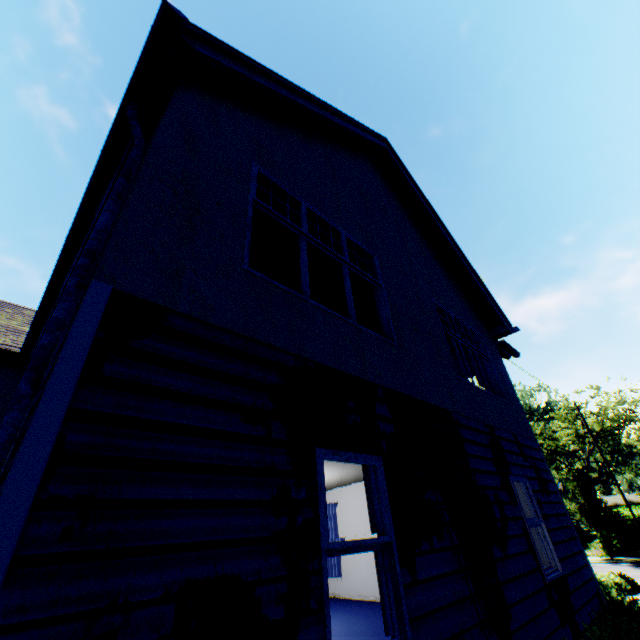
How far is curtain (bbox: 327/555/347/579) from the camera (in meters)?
10.73

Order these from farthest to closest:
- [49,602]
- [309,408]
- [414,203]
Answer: [414,203], [309,408], [49,602]

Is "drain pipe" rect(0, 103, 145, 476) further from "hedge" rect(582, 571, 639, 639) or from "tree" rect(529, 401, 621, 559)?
"tree" rect(529, 401, 621, 559)

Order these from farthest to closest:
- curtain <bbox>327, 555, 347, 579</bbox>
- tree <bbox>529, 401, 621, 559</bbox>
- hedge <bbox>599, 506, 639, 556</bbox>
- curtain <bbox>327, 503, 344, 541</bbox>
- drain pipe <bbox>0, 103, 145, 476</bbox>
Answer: hedge <bbox>599, 506, 639, 556</bbox> → tree <bbox>529, 401, 621, 559</bbox> → curtain <bbox>327, 503, 344, 541</bbox> → curtain <bbox>327, 555, 347, 579</bbox> → drain pipe <bbox>0, 103, 145, 476</bbox>

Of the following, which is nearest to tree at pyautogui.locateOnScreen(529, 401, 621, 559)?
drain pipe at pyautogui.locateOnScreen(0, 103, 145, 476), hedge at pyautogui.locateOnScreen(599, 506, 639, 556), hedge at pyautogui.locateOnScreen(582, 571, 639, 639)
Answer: hedge at pyautogui.locateOnScreen(599, 506, 639, 556)

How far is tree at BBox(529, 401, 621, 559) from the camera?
25.97m

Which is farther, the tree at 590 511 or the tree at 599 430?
the tree at 599 430

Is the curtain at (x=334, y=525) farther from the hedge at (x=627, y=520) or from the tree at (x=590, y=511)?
the hedge at (x=627, y=520)
